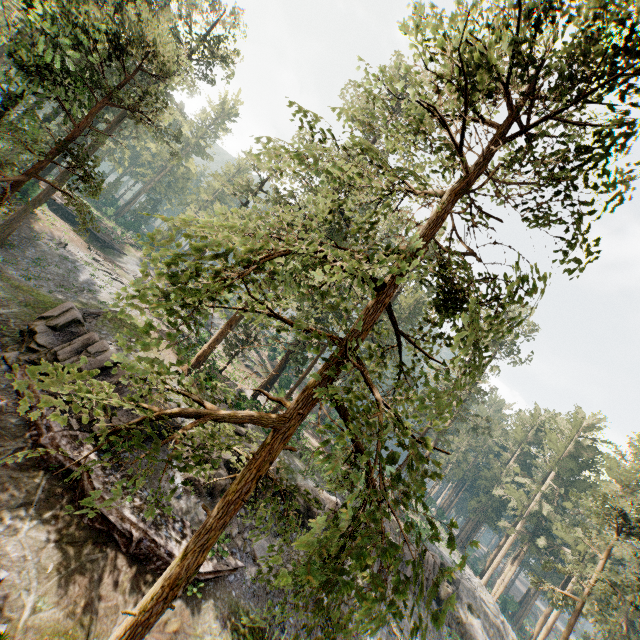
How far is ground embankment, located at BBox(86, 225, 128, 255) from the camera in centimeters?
4775cm

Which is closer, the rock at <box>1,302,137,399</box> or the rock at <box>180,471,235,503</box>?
the rock at <box>180,471,235,503</box>

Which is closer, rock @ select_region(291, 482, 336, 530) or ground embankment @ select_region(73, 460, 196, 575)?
ground embankment @ select_region(73, 460, 196, 575)

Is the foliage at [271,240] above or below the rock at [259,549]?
above

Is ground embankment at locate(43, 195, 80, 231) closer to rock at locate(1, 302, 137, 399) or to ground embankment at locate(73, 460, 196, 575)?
rock at locate(1, 302, 137, 399)

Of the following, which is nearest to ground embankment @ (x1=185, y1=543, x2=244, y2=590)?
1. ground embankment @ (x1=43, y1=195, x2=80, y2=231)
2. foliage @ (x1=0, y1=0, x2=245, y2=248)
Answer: foliage @ (x1=0, y1=0, x2=245, y2=248)

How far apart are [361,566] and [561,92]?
9.29m

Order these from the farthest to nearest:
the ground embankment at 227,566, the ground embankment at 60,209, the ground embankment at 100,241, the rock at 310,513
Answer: the ground embankment at 100,241, the ground embankment at 60,209, the rock at 310,513, the ground embankment at 227,566
